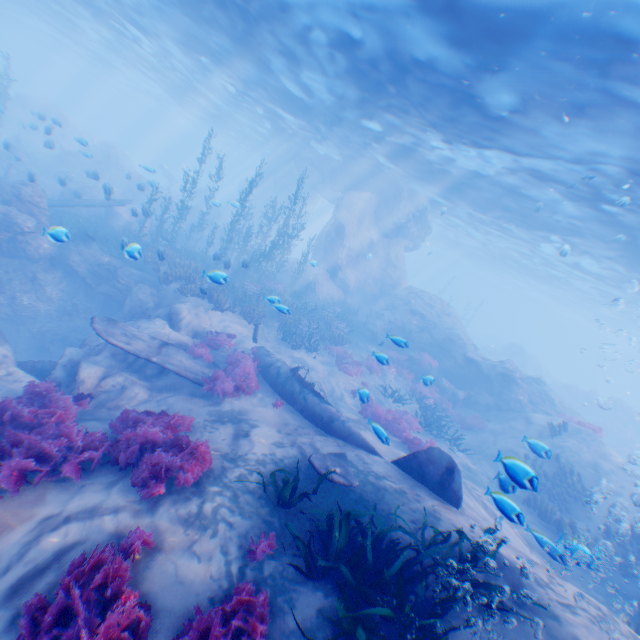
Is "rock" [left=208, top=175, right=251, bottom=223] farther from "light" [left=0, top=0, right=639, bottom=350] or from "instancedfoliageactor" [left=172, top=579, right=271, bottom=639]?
"instancedfoliageactor" [left=172, top=579, right=271, bottom=639]

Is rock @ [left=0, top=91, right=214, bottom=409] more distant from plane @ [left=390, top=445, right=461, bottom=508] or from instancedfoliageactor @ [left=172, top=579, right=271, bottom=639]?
instancedfoliageactor @ [left=172, top=579, right=271, bottom=639]

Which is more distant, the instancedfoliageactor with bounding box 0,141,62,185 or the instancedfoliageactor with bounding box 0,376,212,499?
the instancedfoliageactor with bounding box 0,141,62,185

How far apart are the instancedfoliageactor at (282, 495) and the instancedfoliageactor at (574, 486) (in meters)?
12.31

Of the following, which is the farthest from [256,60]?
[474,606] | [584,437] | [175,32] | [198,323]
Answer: [584,437]

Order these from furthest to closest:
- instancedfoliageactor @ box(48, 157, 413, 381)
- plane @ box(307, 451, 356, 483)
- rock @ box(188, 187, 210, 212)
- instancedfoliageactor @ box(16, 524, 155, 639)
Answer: rock @ box(188, 187, 210, 212) → instancedfoliageactor @ box(48, 157, 413, 381) → plane @ box(307, 451, 356, 483) → instancedfoliageactor @ box(16, 524, 155, 639)

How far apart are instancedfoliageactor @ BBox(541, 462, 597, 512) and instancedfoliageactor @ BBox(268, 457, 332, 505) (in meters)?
12.31

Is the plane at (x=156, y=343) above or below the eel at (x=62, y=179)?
below
